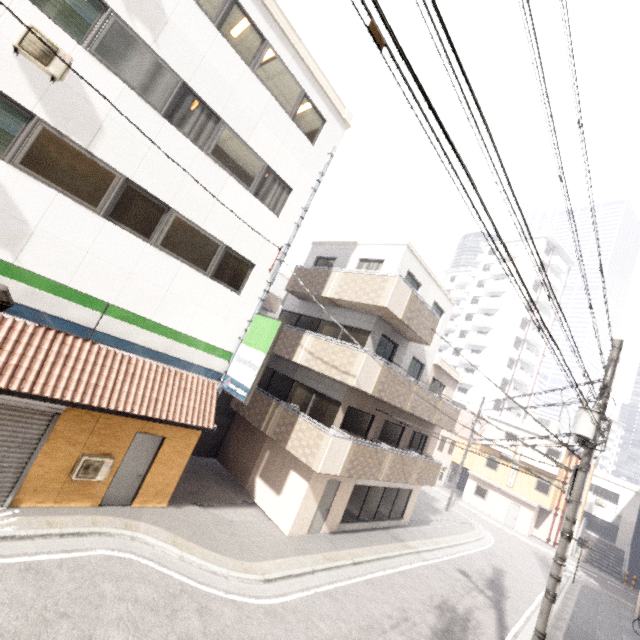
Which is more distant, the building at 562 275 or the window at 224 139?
the building at 562 275

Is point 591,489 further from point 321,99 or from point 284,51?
point 284,51

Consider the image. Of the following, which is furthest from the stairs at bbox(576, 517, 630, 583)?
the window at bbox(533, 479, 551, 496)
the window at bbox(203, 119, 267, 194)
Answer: the window at bbox(203, 119, 267, 194)

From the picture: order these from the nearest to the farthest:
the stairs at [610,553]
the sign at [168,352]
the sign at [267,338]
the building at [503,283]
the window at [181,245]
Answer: the sign at [168,352]
the window at [181,245]
the sign at [267,338]
the stairs at [610,553]
the building at [503,283]

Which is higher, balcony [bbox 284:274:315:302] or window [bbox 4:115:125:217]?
balcony [bbox 284:274:315:302]

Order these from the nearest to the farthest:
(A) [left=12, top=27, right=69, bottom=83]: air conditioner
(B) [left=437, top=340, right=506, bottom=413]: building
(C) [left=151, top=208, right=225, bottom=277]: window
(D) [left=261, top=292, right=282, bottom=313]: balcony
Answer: (A) [left=12, top=27, right=69, bottom=83]: air conditioner
(C) [left=151, top=208, right=225, bottom=277]: window
(D) [left=261, top=292, right=282, bottom=313]: balcony
(B) [left=437, top=340, right=506, bottom=413]: building

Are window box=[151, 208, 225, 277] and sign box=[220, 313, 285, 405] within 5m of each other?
yes

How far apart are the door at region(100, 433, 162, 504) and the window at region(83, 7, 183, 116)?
8.5 meters
